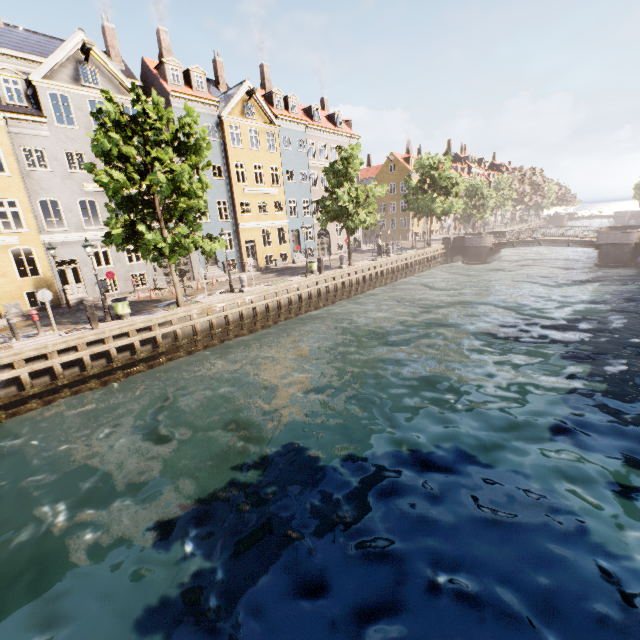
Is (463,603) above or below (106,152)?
below

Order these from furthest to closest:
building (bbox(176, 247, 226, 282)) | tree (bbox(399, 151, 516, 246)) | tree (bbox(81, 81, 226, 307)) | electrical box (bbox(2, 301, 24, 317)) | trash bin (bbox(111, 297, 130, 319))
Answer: tree (bbox(399, 151, 516, 246)), building (bbox(176, 247, 226, 282)), electrical box (bbox(2, 301, 24, 317)), trash bin (bbox(111, 297, 130, 319)), tree (bbox(81, 81, 226, 307))

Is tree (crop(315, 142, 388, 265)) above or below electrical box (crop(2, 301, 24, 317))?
above

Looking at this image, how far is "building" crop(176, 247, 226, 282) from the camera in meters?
26.5 m

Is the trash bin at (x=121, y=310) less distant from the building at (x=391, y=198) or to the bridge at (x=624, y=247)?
the building at (x=391, y=198)

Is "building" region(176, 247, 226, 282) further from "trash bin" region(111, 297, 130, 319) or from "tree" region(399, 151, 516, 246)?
"trash bin" region(111, 297, 130, 319)

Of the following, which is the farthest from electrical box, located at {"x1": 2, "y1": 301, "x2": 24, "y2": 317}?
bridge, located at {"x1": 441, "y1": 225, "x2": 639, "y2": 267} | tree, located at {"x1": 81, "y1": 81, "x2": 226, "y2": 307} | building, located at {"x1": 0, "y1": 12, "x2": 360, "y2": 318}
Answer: bridge, located at {"x1": 441, "y1": 225, "x2": 639, "y2": 267}

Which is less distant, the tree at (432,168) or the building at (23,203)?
the building at (23,203)
